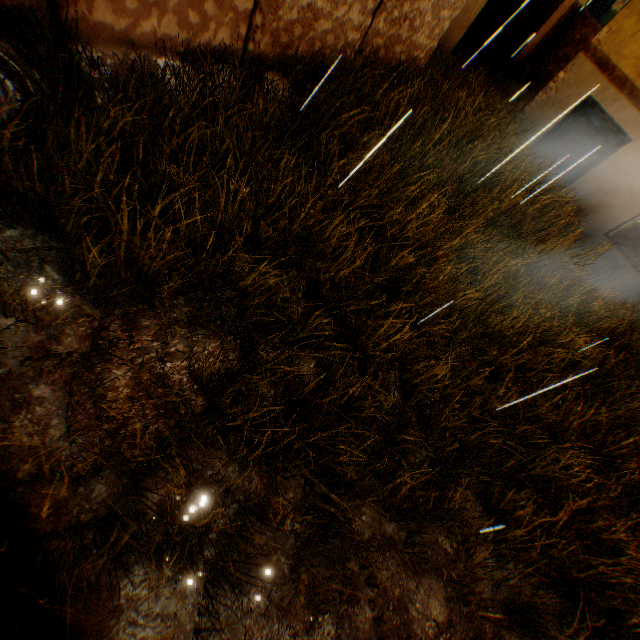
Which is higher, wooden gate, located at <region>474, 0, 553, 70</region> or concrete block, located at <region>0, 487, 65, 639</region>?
wooden gate, located at <region>474, 0, 553, 70</region>

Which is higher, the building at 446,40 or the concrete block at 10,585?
the building at 446,40

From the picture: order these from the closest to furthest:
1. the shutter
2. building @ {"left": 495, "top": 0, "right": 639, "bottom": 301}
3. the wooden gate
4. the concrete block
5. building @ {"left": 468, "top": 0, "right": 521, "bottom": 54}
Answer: the concrete block, building @ {"left": 495, "top": 0, "right": 639, "bottom": 301}, the shutter, the wooden gate, building @ {"left": 468, "top": 0, "right": 521, "bottom": 54}

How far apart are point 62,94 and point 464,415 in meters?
5.7

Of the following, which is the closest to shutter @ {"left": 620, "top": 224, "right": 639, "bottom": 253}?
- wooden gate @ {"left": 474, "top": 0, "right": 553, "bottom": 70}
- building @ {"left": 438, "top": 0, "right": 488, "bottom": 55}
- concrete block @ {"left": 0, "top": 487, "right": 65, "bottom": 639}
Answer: building @ {"left": 438, "top": 0, "right": 488, "bottom": 55}

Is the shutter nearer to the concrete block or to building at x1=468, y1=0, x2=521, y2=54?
building at x1=468, y1=0, x2=521, y2=54

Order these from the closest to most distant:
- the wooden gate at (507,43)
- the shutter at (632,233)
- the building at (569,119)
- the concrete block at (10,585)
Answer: the concrete block at (10,585) < the building at (569,119) < the shutter at (632,233) < the wooden gate at (507,43)
